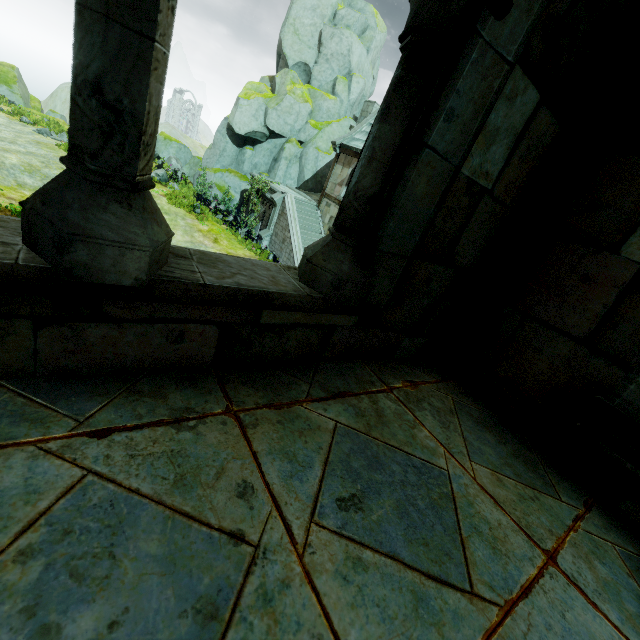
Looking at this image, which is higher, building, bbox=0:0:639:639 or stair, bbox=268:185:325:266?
building, bbox=0:0:639:639

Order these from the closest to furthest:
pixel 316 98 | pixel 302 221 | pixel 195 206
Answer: pixel 195 206
pixel 302 221
pixel 316 98

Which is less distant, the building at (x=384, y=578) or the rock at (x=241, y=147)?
the building at (x=384, y=578)

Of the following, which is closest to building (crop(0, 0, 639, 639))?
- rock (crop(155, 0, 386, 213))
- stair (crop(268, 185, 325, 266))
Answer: stair (crop(268, 185, 325, 266))

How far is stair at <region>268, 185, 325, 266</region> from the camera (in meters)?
19.11

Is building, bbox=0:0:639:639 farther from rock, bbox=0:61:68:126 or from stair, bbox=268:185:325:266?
rock, bbox=0:61:68:126

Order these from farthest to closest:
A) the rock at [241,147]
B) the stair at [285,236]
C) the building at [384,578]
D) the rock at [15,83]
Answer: the rock at [15,83] < the rock at [241,147] < the stair at [285,236] < the building at [384,578]

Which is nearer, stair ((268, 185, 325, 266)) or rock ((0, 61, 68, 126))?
stair ((268, 185, 325, 266))
